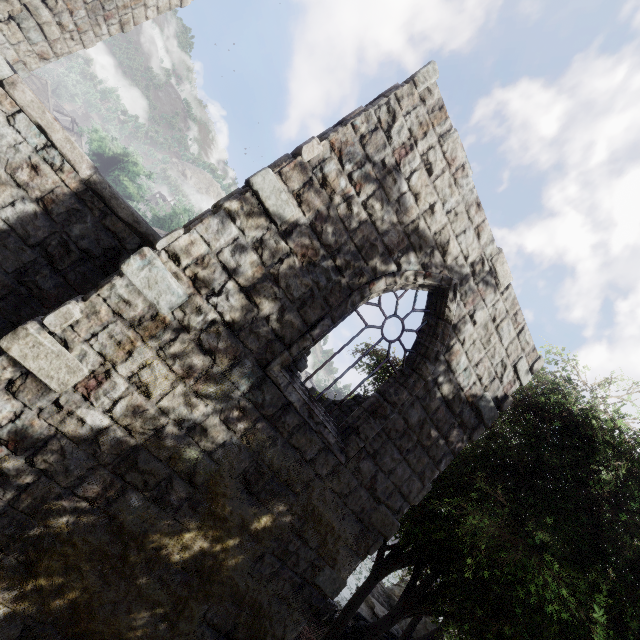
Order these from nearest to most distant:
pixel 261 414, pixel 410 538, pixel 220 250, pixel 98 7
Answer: pixel 220 250, pixel 261 414, pixel 98 7, pixel 410 538
